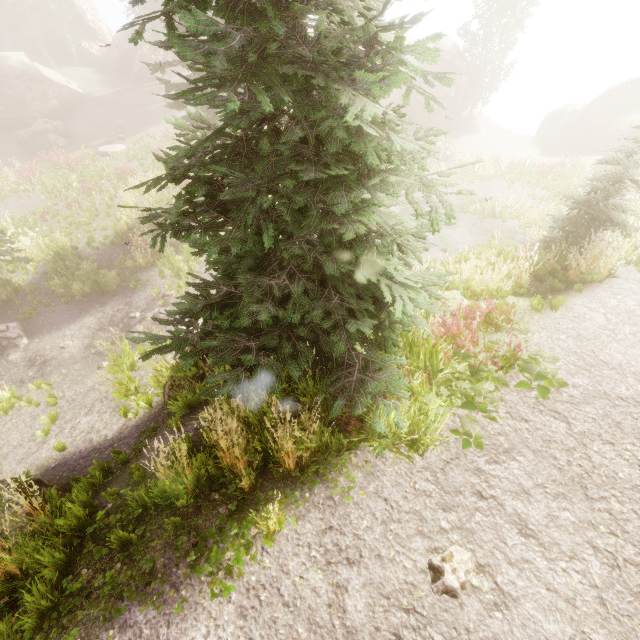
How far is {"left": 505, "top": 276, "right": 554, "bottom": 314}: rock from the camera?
7.5m

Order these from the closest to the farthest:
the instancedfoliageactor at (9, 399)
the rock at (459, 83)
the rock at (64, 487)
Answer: the rock at (64, 487)
the instancedfoliageactor at (9, 399)
the rock at (459, 83)

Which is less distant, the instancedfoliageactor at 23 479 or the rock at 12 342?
the instancedfoliageactor at 23 479

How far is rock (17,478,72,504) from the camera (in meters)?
5.56

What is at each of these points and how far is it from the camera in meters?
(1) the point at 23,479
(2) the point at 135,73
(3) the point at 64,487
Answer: (1) instancedfoliageactor, 4.4 m
(2) rock, 35.7 m
(3) rock, 6.0 m

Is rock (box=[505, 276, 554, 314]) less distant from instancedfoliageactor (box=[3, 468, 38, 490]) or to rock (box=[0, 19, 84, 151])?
instancedfoliageactor (box=[3, 468, 38, 490])

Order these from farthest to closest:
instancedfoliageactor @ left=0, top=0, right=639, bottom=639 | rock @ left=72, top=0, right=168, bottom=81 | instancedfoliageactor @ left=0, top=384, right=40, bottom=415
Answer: rock @ left=72, top=0, right=168, bottom=81 < instancedfoliageactor @ left=0, top=384, right=40, bottom=415 < instancedfoliageactor @ left=0, top=0, right=639, bottom=639

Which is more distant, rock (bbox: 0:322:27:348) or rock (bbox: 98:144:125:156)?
rock (bbox: 98:144:125:156)
